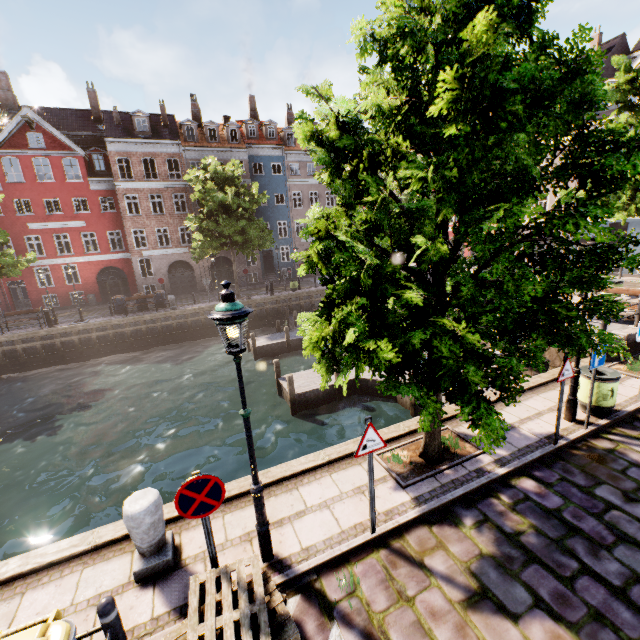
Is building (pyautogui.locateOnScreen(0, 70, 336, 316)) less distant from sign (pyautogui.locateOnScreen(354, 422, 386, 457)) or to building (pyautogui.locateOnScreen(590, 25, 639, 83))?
building (pyautogui.locateOnScreen(590, 25, 639, 83))

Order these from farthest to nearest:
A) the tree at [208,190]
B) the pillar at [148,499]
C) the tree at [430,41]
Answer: the tree at [208,190]
the pillar at [148,499]
the tree at [430,41]

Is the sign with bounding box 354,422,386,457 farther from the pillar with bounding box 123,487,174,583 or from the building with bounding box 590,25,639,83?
the building with bounding box 590,25,639,83

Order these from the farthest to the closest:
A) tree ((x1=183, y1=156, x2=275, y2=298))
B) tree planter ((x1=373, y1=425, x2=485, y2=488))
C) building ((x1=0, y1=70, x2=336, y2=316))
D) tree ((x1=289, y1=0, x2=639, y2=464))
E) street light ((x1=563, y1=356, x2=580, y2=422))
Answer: building ((x1=0, y1=70, x2=336, y2=316)) < tree ((x1=183, y1=156, x2=275, y2=298)) < street light ((x1=563, y1=356, x2=580, y2=422)) < tree planter ((x1=373, y1=425, x2=485, y2=488)) < tree ((x1=289, y1=0, x2=639, y2=464))

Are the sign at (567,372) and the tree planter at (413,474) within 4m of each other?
yes

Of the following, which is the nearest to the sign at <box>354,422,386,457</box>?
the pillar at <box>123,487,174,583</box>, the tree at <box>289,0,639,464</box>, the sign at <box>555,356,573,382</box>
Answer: the tree at <box>289,0,639,464</box>

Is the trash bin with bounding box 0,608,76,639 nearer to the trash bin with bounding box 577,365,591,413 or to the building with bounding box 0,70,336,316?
the trash bin with bounding box 577,365,591,413

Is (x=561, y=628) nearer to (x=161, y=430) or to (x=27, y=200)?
(x=161, y=430)
